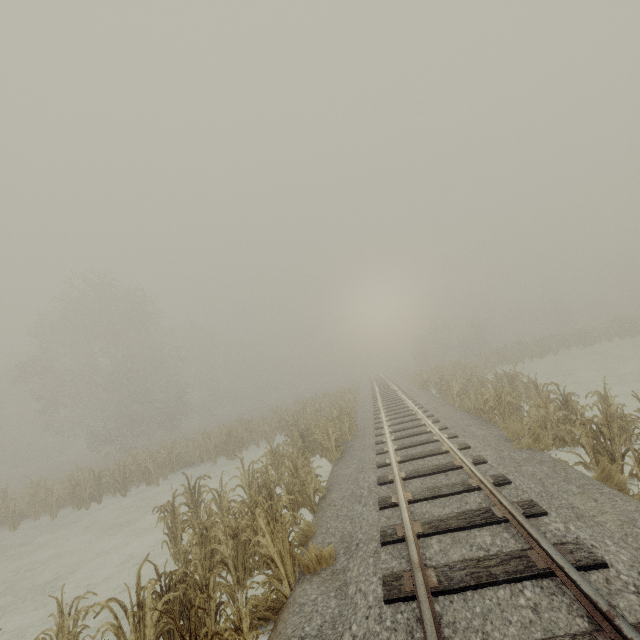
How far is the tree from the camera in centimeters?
5900cm

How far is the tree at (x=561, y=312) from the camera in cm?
5900

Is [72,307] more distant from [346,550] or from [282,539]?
[346,550]
